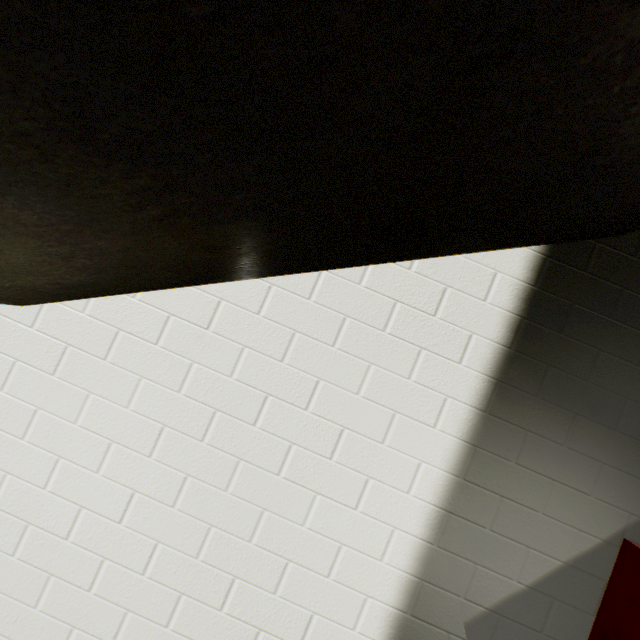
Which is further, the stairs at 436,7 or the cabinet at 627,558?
the cabinet at 627,558

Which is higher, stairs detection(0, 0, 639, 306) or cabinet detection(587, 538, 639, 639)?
stairs detection(0, 0, 639, 306)

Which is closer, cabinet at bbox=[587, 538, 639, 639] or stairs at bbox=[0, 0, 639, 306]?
stairs at bbox=[0, 0, 639, 306]

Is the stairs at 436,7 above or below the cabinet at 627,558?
above

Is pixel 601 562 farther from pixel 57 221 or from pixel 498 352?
pixel 57 221
